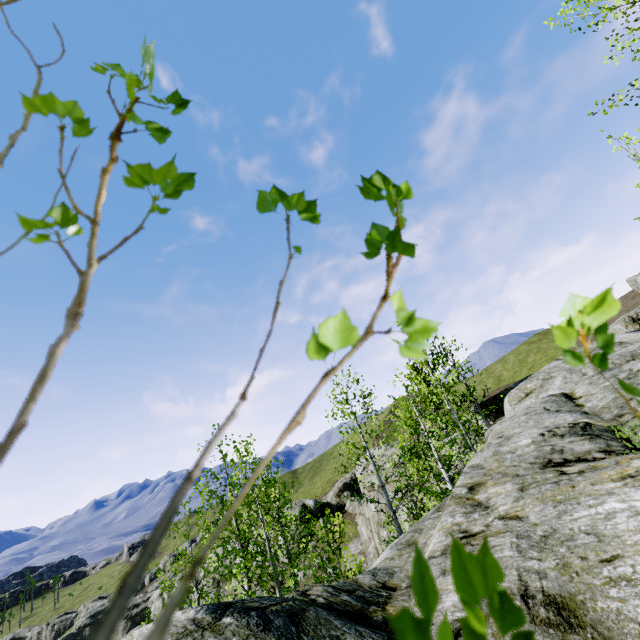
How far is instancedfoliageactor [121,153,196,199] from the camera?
0.3m

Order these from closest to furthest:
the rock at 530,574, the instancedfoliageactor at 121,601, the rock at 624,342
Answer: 1. the instancedfoliageactor at 121,601
2. the rock at 530,574
3. the rock at 624,342

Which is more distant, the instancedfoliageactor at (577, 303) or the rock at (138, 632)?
the rock at (138, 632)

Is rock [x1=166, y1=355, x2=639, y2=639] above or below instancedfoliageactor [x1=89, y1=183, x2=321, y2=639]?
below

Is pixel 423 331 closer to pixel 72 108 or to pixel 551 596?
pixel 72 108

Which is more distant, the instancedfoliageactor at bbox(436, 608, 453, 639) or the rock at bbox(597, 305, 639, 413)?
the rock at bbox(597, 305, 639, 413)

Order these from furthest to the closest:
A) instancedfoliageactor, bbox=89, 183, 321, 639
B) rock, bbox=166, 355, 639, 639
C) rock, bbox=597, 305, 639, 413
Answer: rock, bbox=597, 305, 639, 413
rock, bbox=166, 355, 639, 639
instancedfoliageactor, bbox=89, 183, 321, 639
